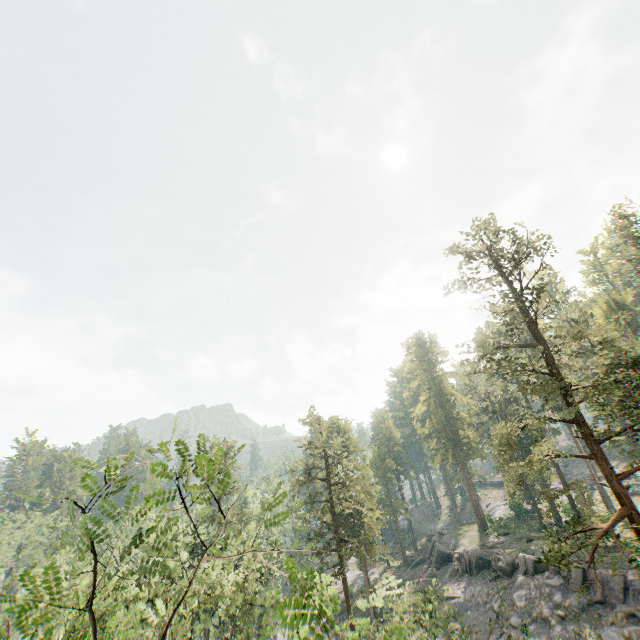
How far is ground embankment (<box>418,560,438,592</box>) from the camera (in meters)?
40.22

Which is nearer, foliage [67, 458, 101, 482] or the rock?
foliage [67, 458, 101, 482]

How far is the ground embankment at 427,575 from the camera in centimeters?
4022cm

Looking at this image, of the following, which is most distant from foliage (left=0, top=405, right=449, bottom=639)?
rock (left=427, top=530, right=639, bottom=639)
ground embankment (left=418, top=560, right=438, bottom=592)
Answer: ground embankment (left=418, top=560, right=438, bottom=592)

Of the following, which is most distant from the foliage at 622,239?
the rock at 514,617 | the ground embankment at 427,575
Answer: the ground embankment at 427,575

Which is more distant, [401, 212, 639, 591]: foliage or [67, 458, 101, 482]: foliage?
[401, 212, 639, 591]: foliage

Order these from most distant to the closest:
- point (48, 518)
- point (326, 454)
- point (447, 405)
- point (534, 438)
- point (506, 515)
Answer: point (447, 405)
point (506, 515)
point (48, 518)
point (534, 438)
point (326, 454)
